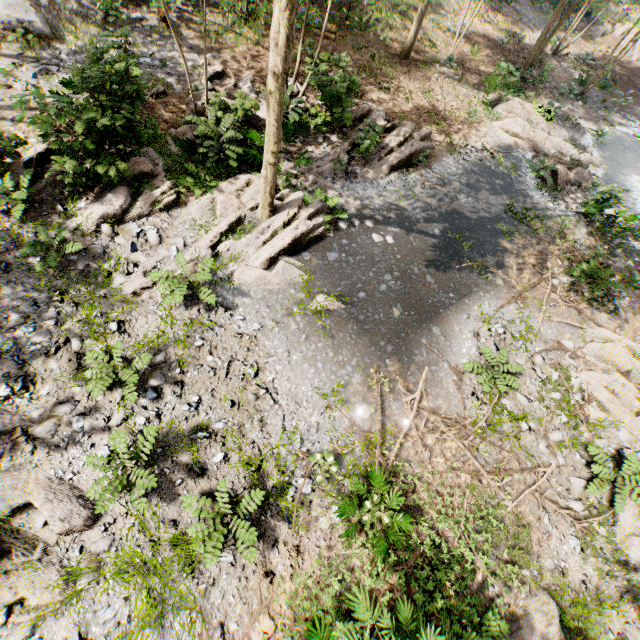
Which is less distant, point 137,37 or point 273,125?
point 273,125

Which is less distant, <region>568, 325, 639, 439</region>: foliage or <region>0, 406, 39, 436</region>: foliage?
<region>0, 406, 39, 436</region>: foliage

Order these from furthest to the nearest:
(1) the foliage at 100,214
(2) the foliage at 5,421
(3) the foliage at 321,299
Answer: (3) the foliage at 321,299 → (1) the foliage at 100,214 → (2) the foliage at 5,421

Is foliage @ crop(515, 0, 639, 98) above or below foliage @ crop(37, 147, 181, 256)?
above

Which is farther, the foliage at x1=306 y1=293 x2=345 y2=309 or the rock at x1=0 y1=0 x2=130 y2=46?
the rock at x1=0 y1=0 x2=130 y2=46

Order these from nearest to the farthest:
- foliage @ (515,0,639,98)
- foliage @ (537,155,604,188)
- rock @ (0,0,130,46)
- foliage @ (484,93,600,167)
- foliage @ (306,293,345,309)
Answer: foliage @ (306,293,345,309), rock @ (0,0,130,46), foliage @ (537,155,604,188), foliage @ (484,93,600,167), foliage @ (515,0,639,98)

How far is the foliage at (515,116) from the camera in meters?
16.4 m
